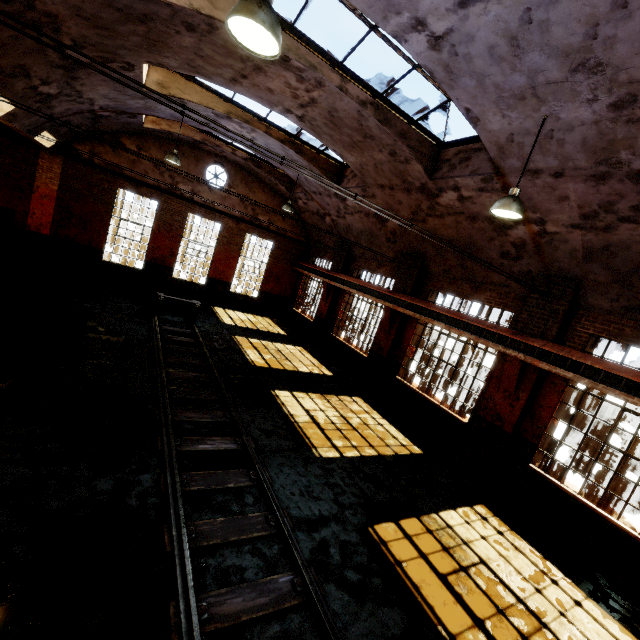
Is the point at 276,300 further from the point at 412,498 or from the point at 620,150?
the point at 620,150

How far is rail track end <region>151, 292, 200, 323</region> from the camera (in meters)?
12.48

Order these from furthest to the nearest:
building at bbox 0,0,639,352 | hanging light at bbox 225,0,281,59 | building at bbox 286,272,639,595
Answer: building at bbox 286,272,639,595 < building at bbox 0,0,639,352 < hanging light at bbox 225,0,281,59

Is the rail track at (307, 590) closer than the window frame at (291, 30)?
Yes

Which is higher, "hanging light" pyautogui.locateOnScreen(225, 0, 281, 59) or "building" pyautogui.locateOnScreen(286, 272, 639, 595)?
"hanging light" pyautogui.locateOnScreen(225, 0, 281, 59)

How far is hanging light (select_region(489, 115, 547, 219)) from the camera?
5.36m

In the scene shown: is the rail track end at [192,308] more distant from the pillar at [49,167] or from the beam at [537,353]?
the beam at [537,353]

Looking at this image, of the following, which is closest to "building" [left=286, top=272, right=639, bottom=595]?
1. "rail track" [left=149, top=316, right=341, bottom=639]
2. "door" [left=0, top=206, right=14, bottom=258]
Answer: "door" [left=0, top=206, right=14, bottom=258]
